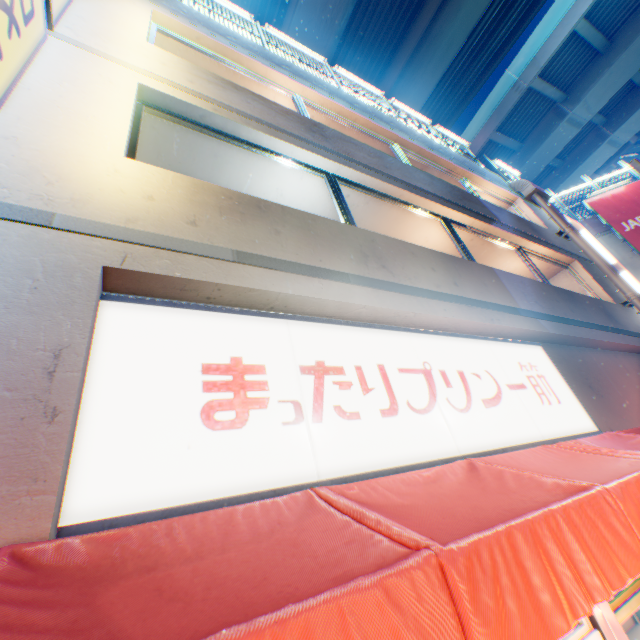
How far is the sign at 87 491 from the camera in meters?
1.8 m

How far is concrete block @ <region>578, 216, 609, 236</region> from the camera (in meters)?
14.68

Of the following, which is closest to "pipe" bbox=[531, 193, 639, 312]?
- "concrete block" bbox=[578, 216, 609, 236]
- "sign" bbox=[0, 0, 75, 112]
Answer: "concrete block" bbox=[578, 216, 609, 236]

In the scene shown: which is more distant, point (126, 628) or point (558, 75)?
point (558, 75)

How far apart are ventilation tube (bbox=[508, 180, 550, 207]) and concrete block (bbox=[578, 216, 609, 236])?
5.4m

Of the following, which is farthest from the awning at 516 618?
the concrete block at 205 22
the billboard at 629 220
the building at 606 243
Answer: the billboard at 629 220

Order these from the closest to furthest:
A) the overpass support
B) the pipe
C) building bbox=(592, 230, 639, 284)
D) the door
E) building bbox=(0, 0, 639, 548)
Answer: building bbox=(0, 0, 639, 548) → the door → the pipe → building bbox=(592, 230, 639, 284) → the overpass support

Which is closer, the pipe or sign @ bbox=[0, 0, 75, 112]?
sign @ bbox=[0, 0, 75, 112]
